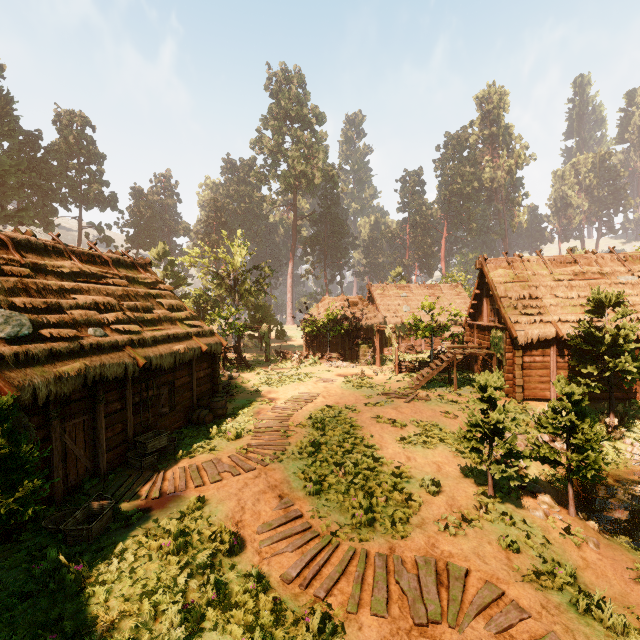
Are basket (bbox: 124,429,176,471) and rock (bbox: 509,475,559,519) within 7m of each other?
no

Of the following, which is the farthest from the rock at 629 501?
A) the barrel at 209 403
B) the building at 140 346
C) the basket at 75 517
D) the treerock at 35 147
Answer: the basket at 75 517

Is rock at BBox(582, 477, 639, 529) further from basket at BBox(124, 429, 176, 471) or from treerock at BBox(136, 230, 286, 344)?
basket at BBox(124, 429, 176, 471)

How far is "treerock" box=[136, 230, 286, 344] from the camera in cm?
2930

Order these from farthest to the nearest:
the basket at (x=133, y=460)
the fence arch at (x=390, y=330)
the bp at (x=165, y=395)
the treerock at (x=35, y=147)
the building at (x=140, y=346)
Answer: the treerock at (x=35, y=147) → the fence arch at (x=390, y=330) → the bp at (x=165, y=395) → the basket at (x=133, y=460) → the building at (x=140, y=346)

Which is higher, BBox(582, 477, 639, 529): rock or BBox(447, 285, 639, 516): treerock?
BBox(447, 285, 639, 516): treerock

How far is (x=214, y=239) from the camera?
59.1m

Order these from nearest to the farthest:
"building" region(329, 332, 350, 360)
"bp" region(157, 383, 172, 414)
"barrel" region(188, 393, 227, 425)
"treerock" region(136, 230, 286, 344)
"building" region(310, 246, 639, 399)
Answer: "bp" region(157, 383, 172, 414), "barrel" region(188, 393, 227, 425), "building" region(310, 246, 639, 399), "treerock" region(136, 230, 286, 344), "building" region(329, 332, 350, 360)
